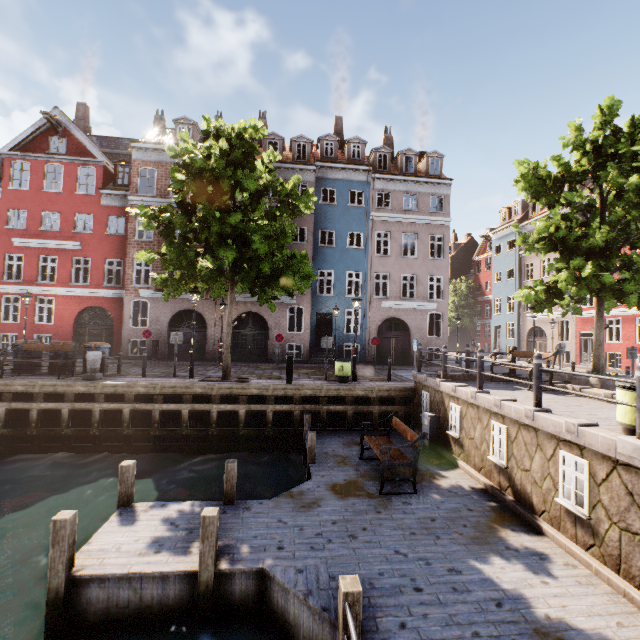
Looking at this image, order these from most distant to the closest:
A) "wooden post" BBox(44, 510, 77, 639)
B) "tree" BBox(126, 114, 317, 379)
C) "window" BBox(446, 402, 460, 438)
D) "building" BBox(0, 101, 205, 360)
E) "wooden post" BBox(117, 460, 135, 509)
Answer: "building" BBox(0, 101, 205, 360) → "tree" BBox(126, 114, 317, 379) → "window" BBox(446, 402, 460, 438) → "wooden post" BBox(117, 460, 135, 509) → "wooden post" BBox(44, 510, 77, 639)

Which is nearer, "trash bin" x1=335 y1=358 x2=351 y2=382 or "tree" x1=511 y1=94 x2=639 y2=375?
"tree" x1=511 y1=94 x2=639 y2=375

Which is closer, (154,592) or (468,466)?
(154,592)

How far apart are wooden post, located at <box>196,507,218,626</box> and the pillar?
9.9m

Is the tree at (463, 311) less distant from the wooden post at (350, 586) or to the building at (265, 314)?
the building at (265, 314)

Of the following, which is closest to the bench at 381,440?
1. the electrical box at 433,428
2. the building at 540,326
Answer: the electrical box at 433,428

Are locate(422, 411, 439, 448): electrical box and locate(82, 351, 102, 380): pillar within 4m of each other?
no

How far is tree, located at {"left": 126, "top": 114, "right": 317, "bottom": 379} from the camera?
10.9 meters
